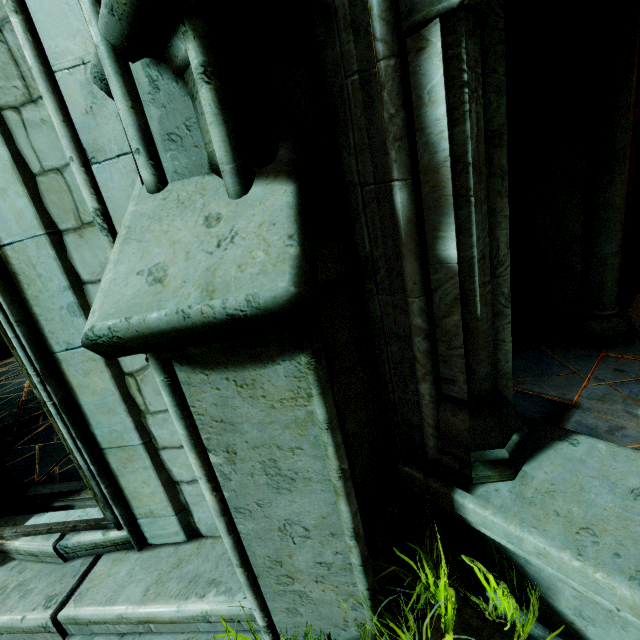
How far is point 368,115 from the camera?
1.3 meters

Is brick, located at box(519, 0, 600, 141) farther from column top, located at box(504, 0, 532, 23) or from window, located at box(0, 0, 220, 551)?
window, located at box(0, 0, 220, 551)

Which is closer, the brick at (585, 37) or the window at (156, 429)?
the window at (156, 429)

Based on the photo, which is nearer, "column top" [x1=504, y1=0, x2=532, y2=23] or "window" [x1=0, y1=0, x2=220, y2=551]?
"window" [x1=0, y1=0, x2=220, y2=551]

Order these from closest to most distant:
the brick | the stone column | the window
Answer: the stone column → the window → the brick

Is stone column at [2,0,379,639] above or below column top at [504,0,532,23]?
below

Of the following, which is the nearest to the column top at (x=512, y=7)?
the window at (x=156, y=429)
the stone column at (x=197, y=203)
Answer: the stone column at (x=197, y=203)

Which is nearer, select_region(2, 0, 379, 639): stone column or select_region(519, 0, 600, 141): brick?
select_region(2, 0, 379, 639): stone column
